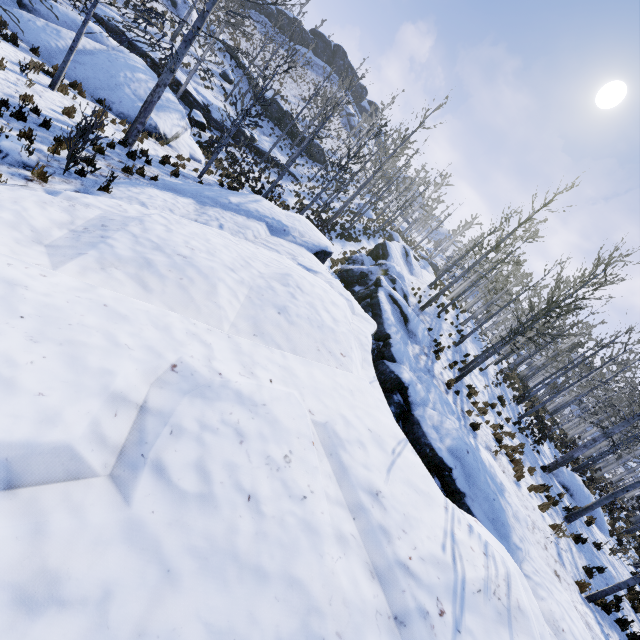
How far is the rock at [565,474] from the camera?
15.2 meters

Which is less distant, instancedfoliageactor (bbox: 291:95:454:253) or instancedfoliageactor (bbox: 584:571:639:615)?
instancedfoliageactor (bbox: 584:571:639:615)

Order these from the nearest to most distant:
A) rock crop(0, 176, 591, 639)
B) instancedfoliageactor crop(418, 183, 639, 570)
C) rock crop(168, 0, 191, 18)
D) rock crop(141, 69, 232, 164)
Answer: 1. rock crop(0, 176, 591, 639)
2. instancedfoliageactor crop(418, 183, 639, 570)
3. rock crop(141, 69, 232, 164)
4. rock crop(168, 0, 191, 18)

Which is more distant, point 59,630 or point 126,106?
point 126,106

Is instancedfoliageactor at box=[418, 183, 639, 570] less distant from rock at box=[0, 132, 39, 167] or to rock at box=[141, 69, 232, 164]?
rock at box=[141, 69, 232, 164]

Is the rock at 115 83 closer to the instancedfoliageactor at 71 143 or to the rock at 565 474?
the instancedfoliageactor at 71 143

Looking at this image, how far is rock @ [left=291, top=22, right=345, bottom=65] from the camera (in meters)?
53.31

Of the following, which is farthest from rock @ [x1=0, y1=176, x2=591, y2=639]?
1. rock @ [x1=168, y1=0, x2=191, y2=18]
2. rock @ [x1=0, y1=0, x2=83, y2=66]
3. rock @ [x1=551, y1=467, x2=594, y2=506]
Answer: rock @ [x1=168, y1=0, x2=191, y2=18]
